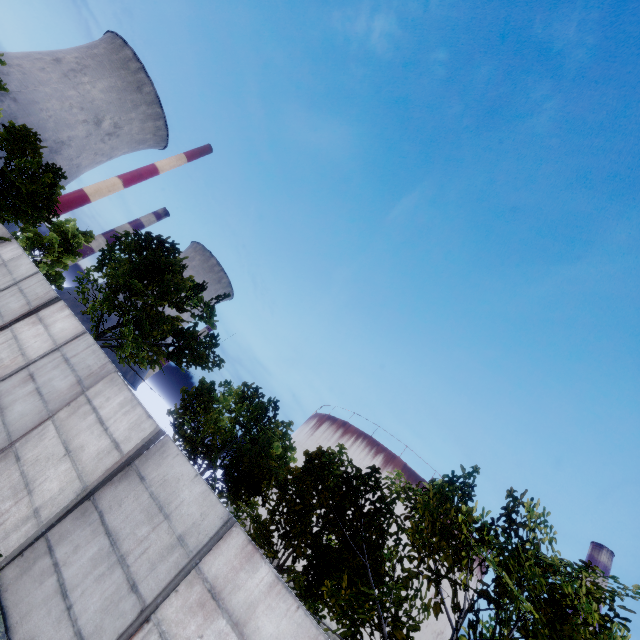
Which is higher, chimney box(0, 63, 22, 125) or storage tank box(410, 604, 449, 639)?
chimney box(0, 63, 22, 125)

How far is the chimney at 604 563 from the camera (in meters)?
49.84

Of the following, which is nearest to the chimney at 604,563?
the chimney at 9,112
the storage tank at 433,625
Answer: the storage tank at 433,625

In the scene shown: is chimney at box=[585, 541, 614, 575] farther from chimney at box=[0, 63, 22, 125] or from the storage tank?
chimney at box=[0, 63, 22, 125]

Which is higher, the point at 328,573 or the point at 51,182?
the point at 51,182

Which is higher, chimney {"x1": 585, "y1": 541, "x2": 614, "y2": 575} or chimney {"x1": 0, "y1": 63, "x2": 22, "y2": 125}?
chimney {"x1": 585, "y1": 541, "x2": 614, "y2": 575}
